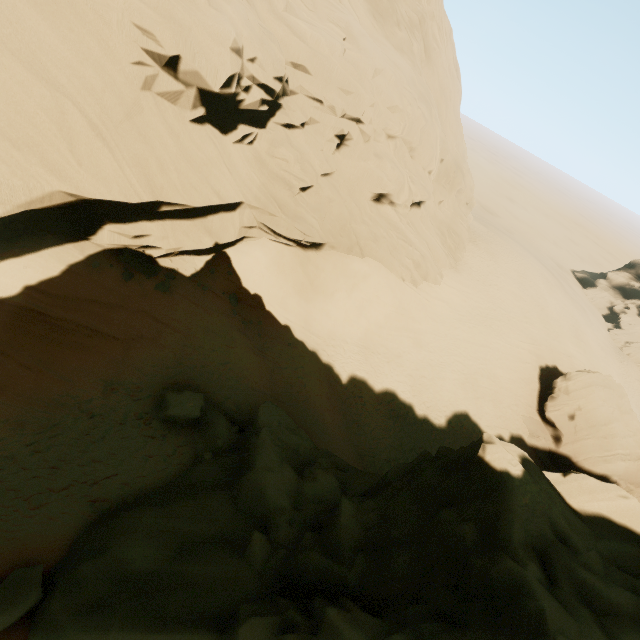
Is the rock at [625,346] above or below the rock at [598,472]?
below

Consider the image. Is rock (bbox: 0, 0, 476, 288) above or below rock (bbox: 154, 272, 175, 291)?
above

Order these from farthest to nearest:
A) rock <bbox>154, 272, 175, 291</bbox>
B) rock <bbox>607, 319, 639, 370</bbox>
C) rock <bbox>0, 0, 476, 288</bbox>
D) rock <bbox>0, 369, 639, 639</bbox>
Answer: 1. rock <bbox>607, 319, 639, 370</bbox>
2. rock <bbox>154, 272, 175, 291</bbox>
3. rock <bbox>0, 0, 476, 288</bbox>
4. rock <bbox>0, 369, 639, 639</bbox>

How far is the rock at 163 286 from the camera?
15.07m

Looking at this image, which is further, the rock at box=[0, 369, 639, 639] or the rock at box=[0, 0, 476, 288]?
the rock at box=[0, 0, 476, 288]

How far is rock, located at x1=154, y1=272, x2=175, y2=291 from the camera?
15.1m

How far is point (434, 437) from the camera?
22.2 meters
